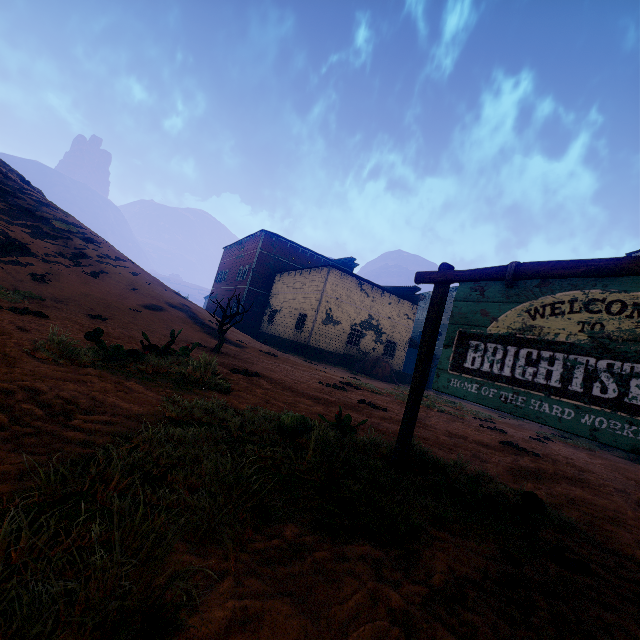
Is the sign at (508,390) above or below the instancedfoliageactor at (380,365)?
above

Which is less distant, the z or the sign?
the z

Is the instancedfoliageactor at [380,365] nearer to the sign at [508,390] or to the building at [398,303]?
the building at [398,303]

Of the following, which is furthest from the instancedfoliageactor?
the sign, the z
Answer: → the sign

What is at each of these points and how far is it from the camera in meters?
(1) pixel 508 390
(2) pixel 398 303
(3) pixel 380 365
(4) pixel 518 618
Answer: (1) sign, 2.6
(2) building, 27.8
(3) instancedfoliageactor, 23.2
(4) z, 1.6

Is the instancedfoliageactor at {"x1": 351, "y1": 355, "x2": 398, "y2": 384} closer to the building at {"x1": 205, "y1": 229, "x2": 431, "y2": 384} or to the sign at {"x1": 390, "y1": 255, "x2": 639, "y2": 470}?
the building at {"x1": 205, "y1": 229, "x2": 431, "y2": 384}

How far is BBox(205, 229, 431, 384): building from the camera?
24.4m

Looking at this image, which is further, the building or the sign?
the building
